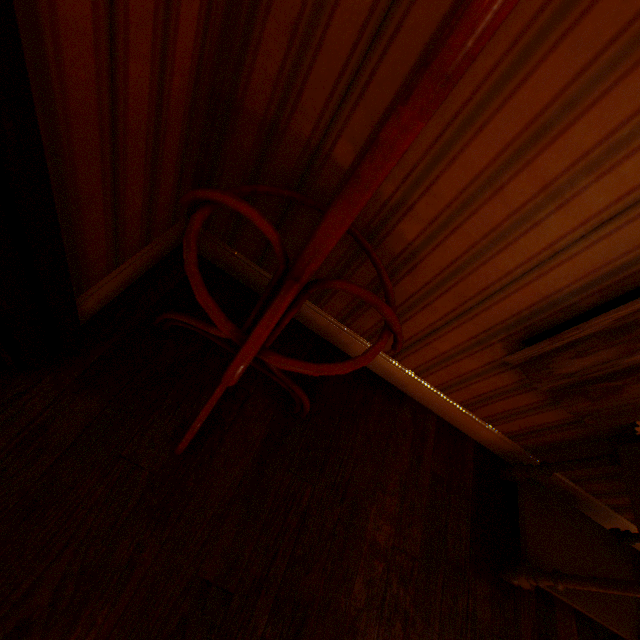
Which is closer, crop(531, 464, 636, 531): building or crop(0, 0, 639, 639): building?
crop(0, 0, 639, 639): building

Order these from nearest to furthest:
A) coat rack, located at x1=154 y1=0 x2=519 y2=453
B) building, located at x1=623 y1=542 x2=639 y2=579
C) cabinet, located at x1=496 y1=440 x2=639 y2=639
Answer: coat rack, located at x1=154 y1=0 x2=519 y2=453 → cabinet, located at x1=496 y1=440 x2=639 y2=639 → building, located at x1=623 y1=542 x2=639 y2=579

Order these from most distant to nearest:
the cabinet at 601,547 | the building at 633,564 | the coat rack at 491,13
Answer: the building at 633,564 < the cabinet at 601,547 < the coat rack at 491,13

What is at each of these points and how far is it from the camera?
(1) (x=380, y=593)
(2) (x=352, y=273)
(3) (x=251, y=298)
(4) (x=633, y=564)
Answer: (1) building, 1.22m
(2) building, 1.35m
(3) building, 1.61m
(4) building, 1.95m

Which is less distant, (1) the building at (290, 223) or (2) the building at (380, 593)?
Answer: (2) the building at (380, 593)

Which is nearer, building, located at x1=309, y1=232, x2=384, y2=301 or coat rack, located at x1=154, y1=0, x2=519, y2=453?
coat rack, located at x1=154, y1=0, x2=519, y2=453

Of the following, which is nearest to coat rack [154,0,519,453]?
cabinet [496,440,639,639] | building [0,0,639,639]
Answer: building [0,0,639,639]
